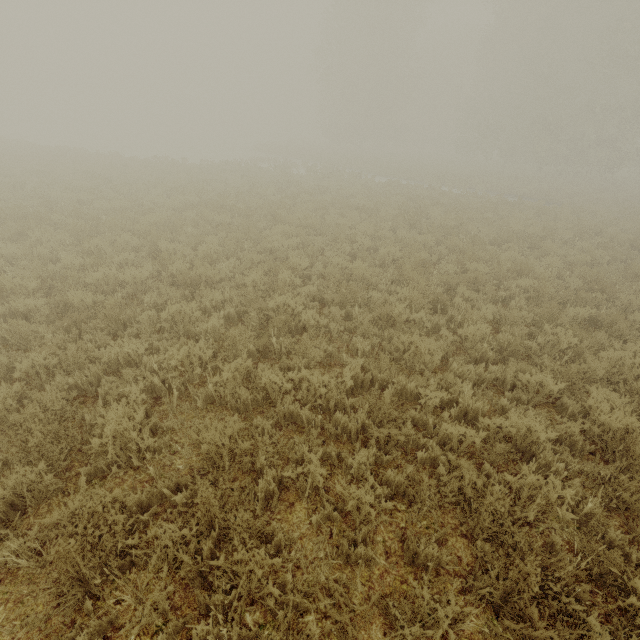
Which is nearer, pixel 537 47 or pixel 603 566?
pixel 603 566
